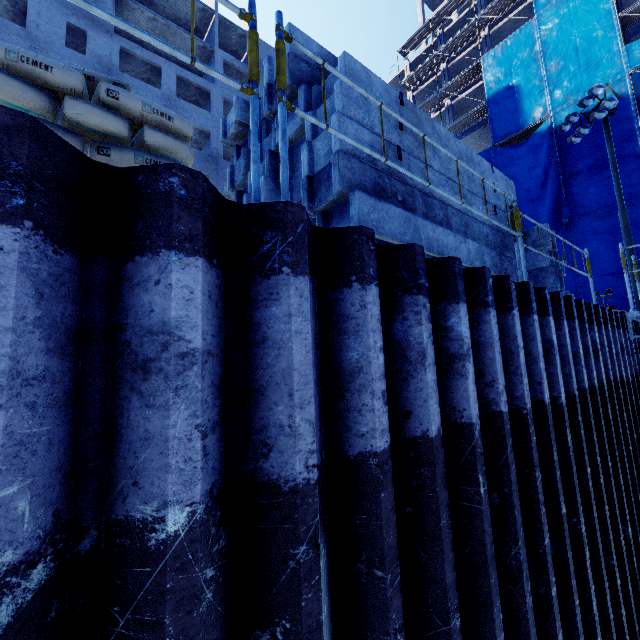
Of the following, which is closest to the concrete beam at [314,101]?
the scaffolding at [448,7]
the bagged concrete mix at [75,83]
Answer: the bagged concrete mix at [75,83]

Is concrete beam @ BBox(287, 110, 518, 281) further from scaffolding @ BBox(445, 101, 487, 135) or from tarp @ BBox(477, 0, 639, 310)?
scaffolding @ BBox(445, 101, 487, 135)

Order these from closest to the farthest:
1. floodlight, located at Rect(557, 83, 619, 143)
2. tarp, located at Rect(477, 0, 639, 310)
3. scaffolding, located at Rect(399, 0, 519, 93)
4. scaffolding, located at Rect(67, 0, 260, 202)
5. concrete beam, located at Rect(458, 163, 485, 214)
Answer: scaffolding, located at Rect(67, 0, 260, 202) → concrete beam, located at Rect(458, 163, 485, 214) → floodlight, located at Rect(557, 83, 619, 143) → tarp, located at Rect(477, 0, 639, 310) → scaffolding, located at Rect(399, 0, 519, 93)

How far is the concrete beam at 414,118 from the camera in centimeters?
321cm

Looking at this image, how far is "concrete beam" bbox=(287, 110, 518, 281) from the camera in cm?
291

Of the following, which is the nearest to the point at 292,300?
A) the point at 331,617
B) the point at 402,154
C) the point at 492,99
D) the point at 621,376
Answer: the point at 331,617

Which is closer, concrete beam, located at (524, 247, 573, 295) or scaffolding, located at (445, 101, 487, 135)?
concrete beam, located at (524, 247, 573, 295)
